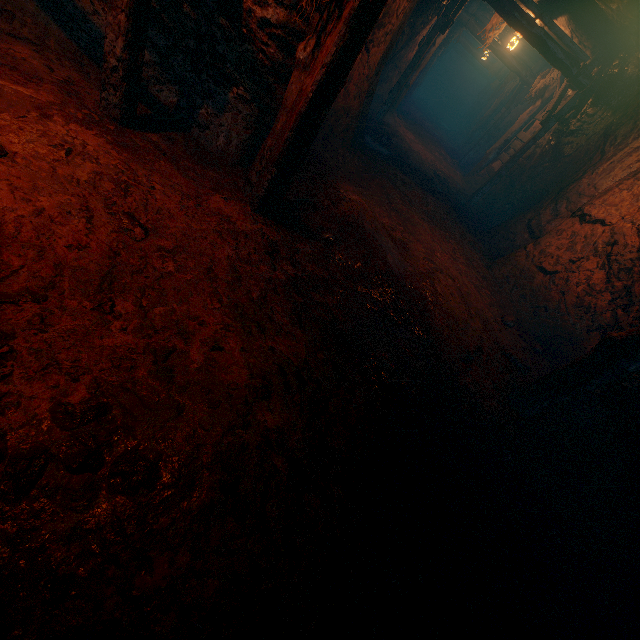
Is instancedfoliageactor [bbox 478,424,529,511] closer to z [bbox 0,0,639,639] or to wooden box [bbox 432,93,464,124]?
z [bbox 0,0,639,639]

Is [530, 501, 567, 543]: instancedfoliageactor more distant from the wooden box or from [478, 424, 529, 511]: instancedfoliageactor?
the wooden box

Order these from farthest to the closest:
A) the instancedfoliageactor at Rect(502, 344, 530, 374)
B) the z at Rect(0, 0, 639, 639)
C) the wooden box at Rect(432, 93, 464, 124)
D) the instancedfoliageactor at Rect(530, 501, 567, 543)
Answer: the wooden box at Rect(432, 93, 464, 124)
the instancedfoliageactor at Rect(502, 344, 530, 374)
the instancedfoliageactor at Rect(530, 501, 567, 543)
the z at Rect(0, 0, 639, 639)

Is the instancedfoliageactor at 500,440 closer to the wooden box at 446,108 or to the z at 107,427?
the z at 107,427

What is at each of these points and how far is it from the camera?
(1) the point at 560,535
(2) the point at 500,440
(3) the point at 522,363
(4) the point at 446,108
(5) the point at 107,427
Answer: (1) instancedfoliageactor, 2.8 meters
(2) instancedfoliageactor, 3.3 meters
(3) instancedfoliageactor, 4.8 meters
(4) wooden box, 26.7 meters
(5) z, 1.6 meters

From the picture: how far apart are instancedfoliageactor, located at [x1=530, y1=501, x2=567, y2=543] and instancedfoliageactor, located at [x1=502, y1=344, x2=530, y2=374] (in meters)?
2.17

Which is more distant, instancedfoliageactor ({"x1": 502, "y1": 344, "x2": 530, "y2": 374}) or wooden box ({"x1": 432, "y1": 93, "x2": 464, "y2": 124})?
wooden box ({"x1": 432, "y1": 93, "x2": 464, "y2": 124})

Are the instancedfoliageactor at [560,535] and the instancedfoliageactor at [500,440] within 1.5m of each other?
yes
